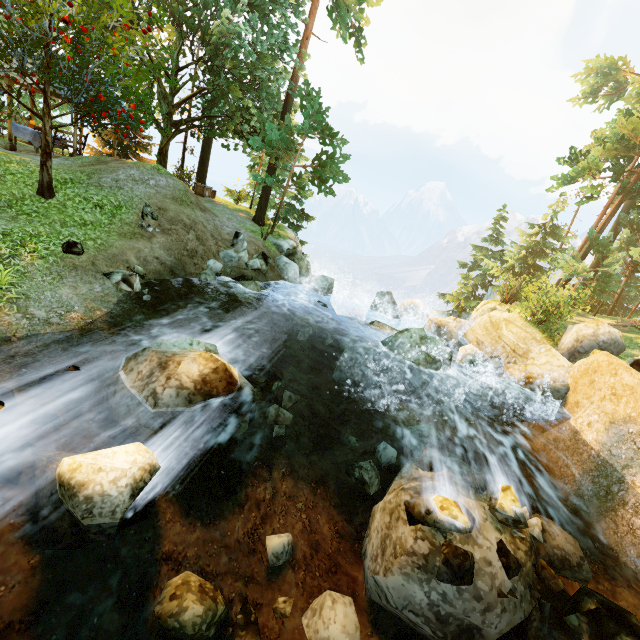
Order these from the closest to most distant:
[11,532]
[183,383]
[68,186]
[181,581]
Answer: [11,532], [181,581], [183,383], [68,186]

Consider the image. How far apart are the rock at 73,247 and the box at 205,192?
14.9m

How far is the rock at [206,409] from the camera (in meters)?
5.26

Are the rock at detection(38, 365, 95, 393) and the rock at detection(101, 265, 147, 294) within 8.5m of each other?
yes

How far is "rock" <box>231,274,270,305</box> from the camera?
12.3 meters

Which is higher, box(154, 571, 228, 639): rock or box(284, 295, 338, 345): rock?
box(284, 295, 338, 345): rock

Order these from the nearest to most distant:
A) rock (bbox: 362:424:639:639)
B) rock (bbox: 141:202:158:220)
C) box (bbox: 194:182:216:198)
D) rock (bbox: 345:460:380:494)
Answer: rock (bbox: 362:424:639:639), rock (bbox: 345:460:380:494), rock (bbox: 141:202:158:220), box (bbox: 194:182:216:198)

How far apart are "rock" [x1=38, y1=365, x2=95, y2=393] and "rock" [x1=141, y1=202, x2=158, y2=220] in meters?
6.6 m
